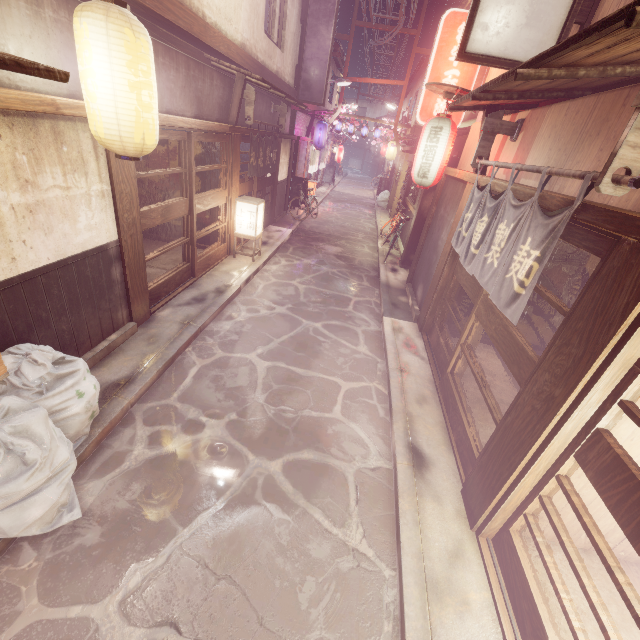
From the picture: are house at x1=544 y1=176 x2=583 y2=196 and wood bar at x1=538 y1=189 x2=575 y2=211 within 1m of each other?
yes

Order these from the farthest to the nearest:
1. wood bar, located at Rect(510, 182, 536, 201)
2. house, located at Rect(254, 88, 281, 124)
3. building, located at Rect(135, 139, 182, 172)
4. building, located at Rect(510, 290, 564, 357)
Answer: house, located at Rect(254, 88, 281, 124) < building, located at Rect(135, 139, 182, 172) < building, located at Rect(510, 290, 564, 357) < wood bar, located at Rect(510, 182, 536, 201)

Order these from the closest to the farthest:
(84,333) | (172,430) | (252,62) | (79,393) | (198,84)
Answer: (79,393), (172,430), (84,333), (198,84), (252,62)

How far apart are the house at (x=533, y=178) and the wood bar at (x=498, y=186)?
0.2 meters

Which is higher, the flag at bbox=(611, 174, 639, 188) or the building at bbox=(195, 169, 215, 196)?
the flag at bbox=(611, 174, 639, 188)

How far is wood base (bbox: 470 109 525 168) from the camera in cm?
827

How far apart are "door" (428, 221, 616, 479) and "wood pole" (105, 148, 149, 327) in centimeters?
880cm
